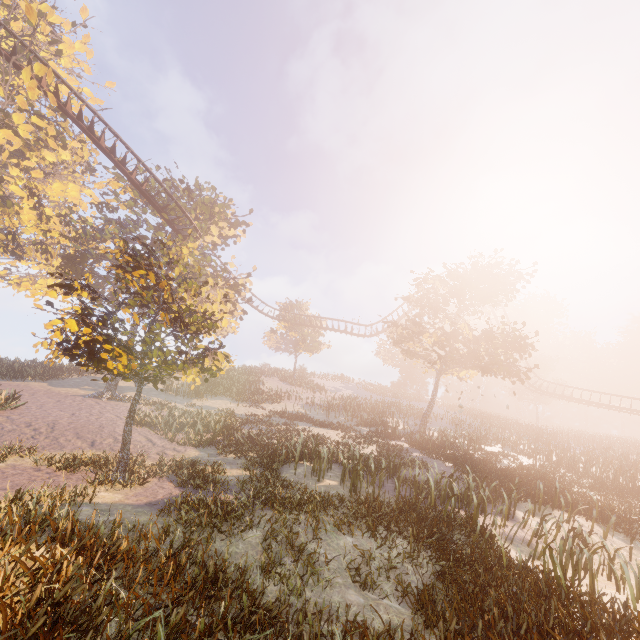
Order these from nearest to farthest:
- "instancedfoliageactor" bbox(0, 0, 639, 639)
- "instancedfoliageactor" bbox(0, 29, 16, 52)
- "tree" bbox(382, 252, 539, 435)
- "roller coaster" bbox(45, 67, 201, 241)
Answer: "instancedfoliageactor" bbox(0, 0, 639, 639)
"roller coaster" bbox(45, 67, 201, 241)
"instancedfoliageactor" bbox(0, 29, 16, 52)
"tree" bbox(382, 252, 539, 435)

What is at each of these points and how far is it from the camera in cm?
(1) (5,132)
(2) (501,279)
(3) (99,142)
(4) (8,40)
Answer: (1) instancedfoliageactor, 2203
(2) tree, 2548
(3) roller coaster, 2097
(4) instancedfoliageactor, 2466

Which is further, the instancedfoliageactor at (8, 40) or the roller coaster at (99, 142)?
the instancedfoliageactor at (8, 40)

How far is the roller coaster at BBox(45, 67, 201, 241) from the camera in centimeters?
2028cm

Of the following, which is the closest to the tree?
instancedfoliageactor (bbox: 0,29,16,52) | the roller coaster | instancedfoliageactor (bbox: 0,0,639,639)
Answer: the roller coaster

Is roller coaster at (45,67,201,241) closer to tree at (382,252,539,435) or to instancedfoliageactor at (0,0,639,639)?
instancedfoliageactor at (0,0,639,639)

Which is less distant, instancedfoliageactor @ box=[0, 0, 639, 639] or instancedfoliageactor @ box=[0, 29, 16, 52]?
instancedfoliageactor @ box=[0, 0, 639, 639]

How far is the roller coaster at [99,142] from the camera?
20.3 meters
